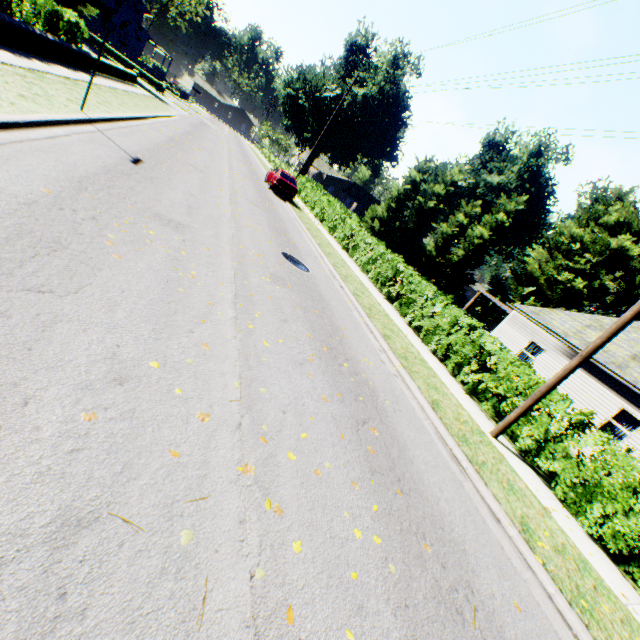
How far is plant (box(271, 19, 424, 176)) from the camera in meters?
42.5

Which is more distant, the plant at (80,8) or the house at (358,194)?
the house at (358,194)

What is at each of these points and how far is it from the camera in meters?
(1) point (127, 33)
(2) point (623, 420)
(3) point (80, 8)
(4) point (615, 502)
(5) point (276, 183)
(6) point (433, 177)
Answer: (1) house, 55.0
(2) curtain, 13.8
(3) plant, 32.0
(4) hedge, 6.3
(5) car, 22.5
(6) plant, 51.8

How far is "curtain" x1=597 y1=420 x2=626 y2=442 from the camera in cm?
1369

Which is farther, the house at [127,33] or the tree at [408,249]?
the house at [127,33]

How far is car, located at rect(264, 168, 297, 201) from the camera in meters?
22.5 m

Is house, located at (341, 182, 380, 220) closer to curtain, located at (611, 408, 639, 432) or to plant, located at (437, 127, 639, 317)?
plant, located at (437, 127, 639, 317)

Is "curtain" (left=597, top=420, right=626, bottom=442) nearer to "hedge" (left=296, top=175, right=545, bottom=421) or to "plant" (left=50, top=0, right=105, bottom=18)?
"hedge" (left=296, top=175, right=545, bottom=421)
